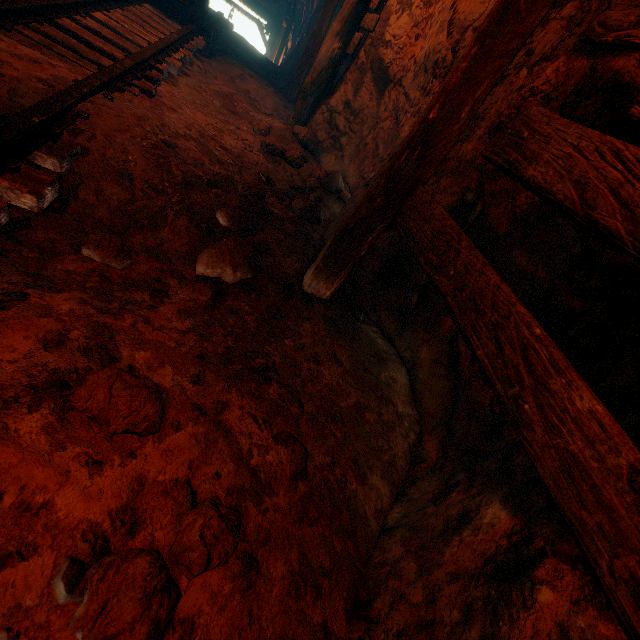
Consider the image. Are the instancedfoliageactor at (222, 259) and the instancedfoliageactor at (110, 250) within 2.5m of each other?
yes

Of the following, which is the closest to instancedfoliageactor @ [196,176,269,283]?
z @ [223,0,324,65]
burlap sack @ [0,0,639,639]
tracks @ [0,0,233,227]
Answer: burlap sack @ [0,0,639,639]

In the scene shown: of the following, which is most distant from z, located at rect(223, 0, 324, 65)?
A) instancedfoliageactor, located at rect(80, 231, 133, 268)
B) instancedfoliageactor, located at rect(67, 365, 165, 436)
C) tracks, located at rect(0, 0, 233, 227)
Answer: instancedfoliageactor, located at rect(67, 365, 165, 436)

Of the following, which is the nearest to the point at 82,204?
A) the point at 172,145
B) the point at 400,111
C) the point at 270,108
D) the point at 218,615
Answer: the point at 172,145

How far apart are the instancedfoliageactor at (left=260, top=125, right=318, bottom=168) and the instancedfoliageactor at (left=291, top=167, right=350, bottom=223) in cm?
16

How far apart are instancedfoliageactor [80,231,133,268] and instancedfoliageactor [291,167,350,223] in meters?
2.3 m

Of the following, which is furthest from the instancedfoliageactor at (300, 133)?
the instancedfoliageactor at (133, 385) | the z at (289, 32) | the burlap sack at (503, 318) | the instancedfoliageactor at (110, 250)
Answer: the z at (289, 32)

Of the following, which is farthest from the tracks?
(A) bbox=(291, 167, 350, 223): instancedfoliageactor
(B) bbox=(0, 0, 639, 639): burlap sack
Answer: (A) bbox=(291, 167, 350, 223): instancedfoliageactor
